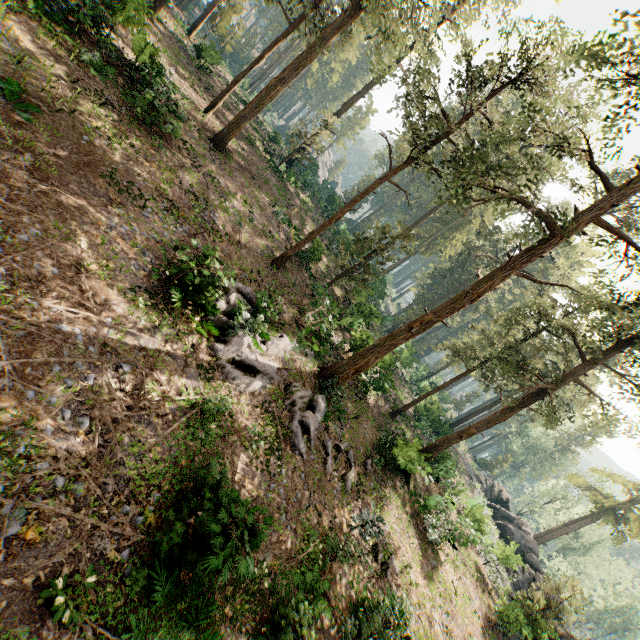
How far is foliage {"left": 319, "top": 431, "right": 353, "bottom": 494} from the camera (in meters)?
14.91

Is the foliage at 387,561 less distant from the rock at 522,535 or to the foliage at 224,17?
the foliage at 224,17

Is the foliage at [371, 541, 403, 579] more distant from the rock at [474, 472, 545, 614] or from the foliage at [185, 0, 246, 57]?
the rock at [474, 472, 545, 614]

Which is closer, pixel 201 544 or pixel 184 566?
pixel 184 566

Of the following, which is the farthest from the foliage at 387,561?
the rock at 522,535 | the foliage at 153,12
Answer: the rock at 522,535

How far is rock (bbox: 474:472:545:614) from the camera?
25.5 meters

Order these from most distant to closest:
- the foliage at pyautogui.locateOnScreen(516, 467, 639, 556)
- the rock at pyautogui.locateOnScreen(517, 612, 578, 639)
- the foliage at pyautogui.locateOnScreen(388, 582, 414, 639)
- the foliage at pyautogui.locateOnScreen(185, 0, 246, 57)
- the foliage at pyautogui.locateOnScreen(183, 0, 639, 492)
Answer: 1. the foliage at pyautogui.locateOnScreen(516, 467, 639, 556)
2. the foliage at pyautogui.locateOnScreen(185, 0, 246, 57)
3. the rock at pyautogui.locateOnScreen(517, 612, 578, 639)
4. the foliage at pyautogui.locateOnScreen(183, 0, 639, 492)
5. the foliage at pyautogui.locateOnScreen(388, 582, 414, 639)

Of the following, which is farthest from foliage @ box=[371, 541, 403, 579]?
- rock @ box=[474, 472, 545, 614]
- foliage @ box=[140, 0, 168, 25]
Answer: rock @ box=[474, 472, 545, 614]
